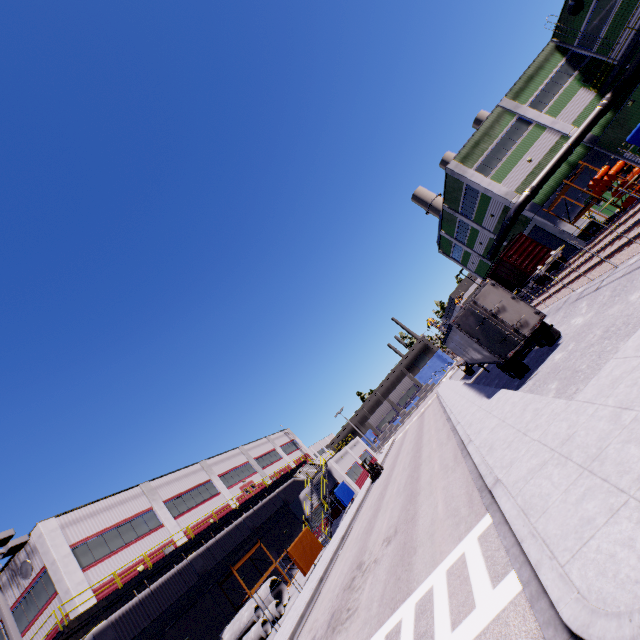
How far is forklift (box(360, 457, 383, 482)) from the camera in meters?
33.5

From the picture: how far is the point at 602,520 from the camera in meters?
4.1 m

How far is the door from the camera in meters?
30.8

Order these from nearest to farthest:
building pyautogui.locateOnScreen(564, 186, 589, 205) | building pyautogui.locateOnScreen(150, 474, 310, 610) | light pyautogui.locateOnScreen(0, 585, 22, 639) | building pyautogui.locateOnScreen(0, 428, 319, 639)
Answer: light pyautogui.locateOnScreen(0, 585, 22, 639)
building pyautogui.locateOnScreen(0, 428, 319, 639)
building pyautogui.locateOnScreen(150, 474, 310, 610)
building pyautogui.locateOnScreen(564, 186, 589, 205)

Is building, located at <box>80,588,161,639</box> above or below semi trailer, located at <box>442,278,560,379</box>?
above

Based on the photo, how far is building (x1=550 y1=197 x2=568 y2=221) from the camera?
29.71m

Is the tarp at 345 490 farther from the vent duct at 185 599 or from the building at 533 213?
the vent duct at 185 599

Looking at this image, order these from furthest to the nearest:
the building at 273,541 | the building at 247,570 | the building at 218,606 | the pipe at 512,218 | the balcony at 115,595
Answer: the pipe at 512,218 < the building at 247,570 < the building at 273,541 < the building at 218,606 < the balcony at 115,595
